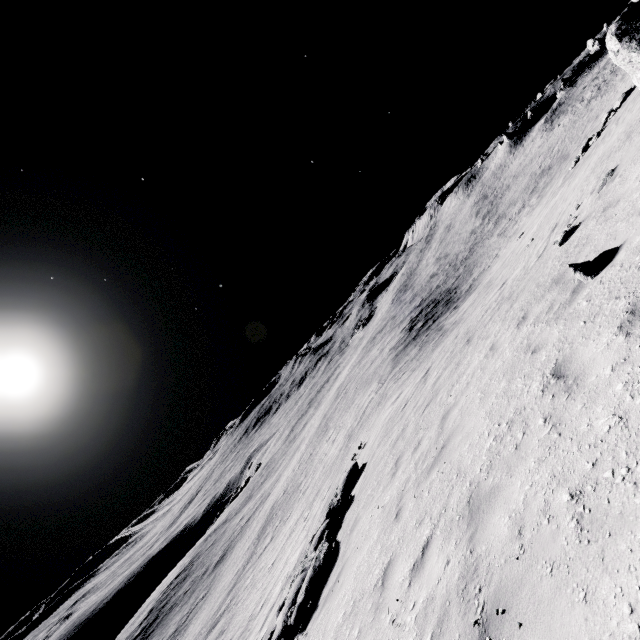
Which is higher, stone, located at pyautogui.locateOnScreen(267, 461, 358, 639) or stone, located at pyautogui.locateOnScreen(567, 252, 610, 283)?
stone, located at pyautogui.locateOnScreen(567, 252, 610, 283)

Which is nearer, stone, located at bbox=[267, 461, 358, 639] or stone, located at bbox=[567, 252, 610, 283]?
stone, located at bbox=[567, 252, 610, 283]

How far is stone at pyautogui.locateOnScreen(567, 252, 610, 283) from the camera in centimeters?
535cm

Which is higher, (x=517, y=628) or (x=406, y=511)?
(x=517, y=628)

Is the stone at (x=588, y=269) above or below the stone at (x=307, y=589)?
above

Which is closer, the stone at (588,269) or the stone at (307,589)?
the stone at (588,269)
